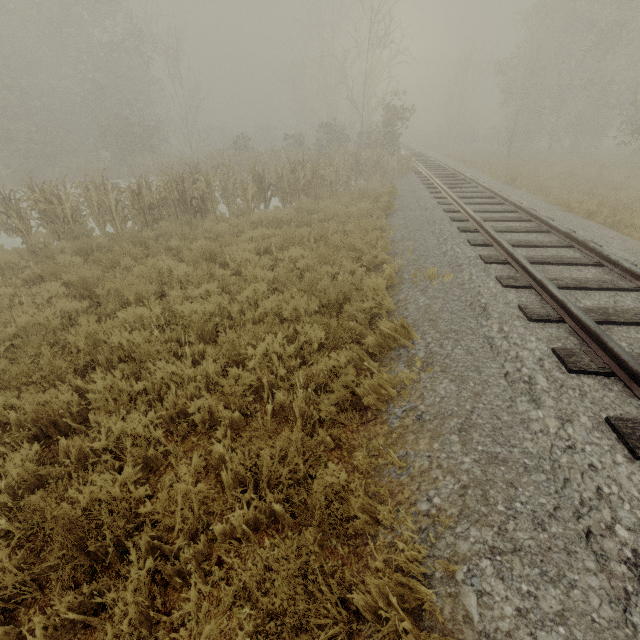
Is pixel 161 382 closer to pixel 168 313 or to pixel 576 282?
pixel 168 313
